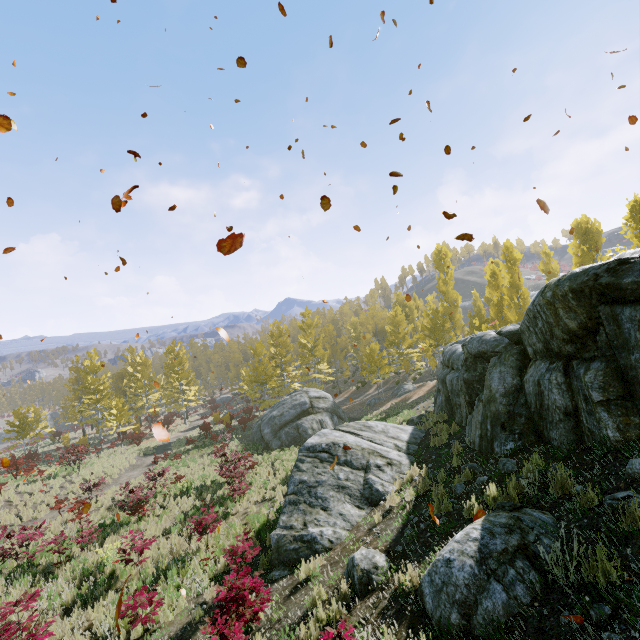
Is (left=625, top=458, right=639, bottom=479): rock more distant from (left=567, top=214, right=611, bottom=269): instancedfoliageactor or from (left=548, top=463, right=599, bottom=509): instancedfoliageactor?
(left=567, top=214, right=611, bottom=269): instancedfoliageactor

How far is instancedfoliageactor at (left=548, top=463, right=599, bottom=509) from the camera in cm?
404

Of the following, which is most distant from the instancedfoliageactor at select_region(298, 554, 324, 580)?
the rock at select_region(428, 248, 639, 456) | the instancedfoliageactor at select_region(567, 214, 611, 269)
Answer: the instancedfoliageactor at select_region(567, 214, 611, 269)

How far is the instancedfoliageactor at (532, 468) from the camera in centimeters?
500cm

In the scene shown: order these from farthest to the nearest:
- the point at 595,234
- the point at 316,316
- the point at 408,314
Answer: the point at 408,314 → the point at 316,316 → the point at 595,234
